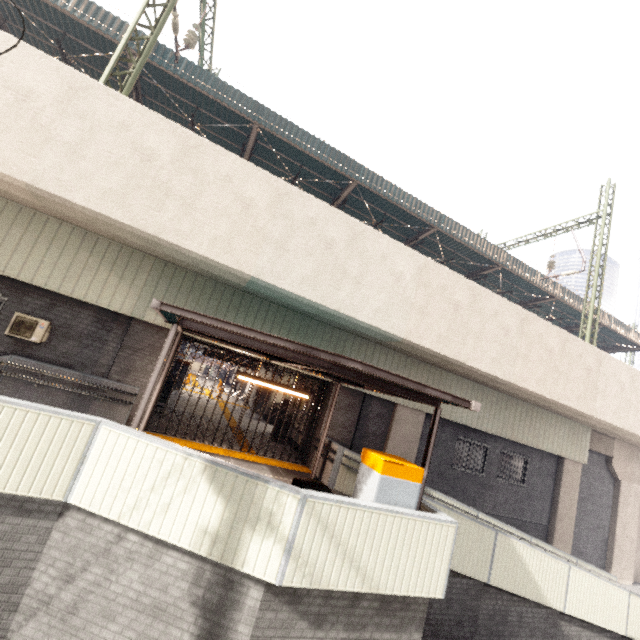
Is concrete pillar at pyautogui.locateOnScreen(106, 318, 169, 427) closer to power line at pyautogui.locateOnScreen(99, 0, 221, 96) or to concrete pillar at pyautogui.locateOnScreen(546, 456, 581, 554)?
power line at pyautogui.locateOnScreen(99, 0, 221, 96)

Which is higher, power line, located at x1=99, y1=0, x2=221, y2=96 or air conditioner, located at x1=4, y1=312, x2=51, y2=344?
power line, located at x1=99, y1=0, x2=221, y2=96

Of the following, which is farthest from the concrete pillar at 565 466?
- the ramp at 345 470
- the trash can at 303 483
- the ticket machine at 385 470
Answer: the trash can at 303 483

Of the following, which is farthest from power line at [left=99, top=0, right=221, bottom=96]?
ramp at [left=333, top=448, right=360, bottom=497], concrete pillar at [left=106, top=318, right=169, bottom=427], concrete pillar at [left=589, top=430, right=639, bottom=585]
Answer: concrete pillar at [left=589, top=430, right=639, bottom=585]

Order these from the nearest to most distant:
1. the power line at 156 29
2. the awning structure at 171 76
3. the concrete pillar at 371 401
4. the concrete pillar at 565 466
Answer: the power line at 156 29 < the concrete pillar at 371 401 < the awning structure at 171 76 < the concrete pillar at 565 466

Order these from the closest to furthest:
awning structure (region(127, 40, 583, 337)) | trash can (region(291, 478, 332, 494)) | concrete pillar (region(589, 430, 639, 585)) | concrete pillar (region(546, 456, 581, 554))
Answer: trash can (region(291, 478, 332, 494))
awning structure (region(127, 40, 583, 337))
concrete pillar (region(546, 456, 581, 554))
concrete pillar (region(589, 430, 639, 585))

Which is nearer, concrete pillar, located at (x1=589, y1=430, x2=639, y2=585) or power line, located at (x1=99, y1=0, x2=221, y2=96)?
power line, located at (x1=99, y1=0, x2=221, y2=96)

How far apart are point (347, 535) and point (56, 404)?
8.04m
